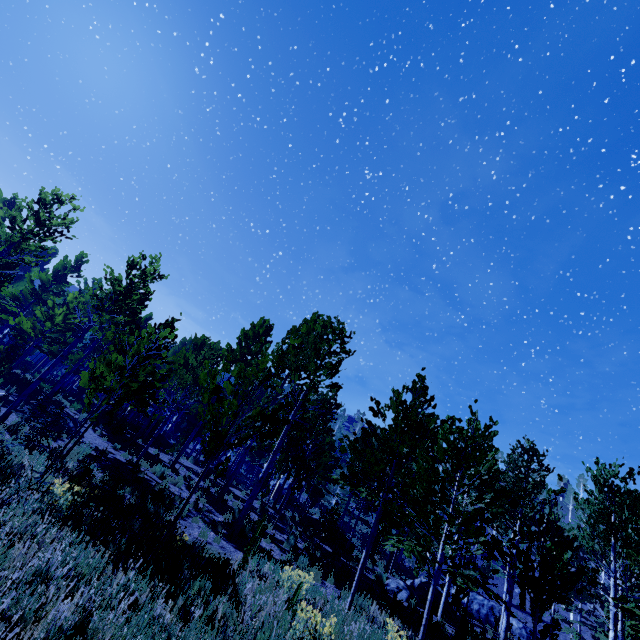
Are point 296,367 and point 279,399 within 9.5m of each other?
yes

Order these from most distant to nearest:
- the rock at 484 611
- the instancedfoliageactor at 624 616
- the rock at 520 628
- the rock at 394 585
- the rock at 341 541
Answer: the rock at 484 611 → the rock at 520 628 → the rock at 341 541 → the rock at 394 585 → the instancedfoliageactor at 624 616

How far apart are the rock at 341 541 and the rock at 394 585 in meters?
3.4 m

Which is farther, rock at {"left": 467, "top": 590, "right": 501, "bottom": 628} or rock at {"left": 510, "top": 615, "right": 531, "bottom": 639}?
rock at {"left": 467, "top": 590, "right": 501, "bottom": 628}

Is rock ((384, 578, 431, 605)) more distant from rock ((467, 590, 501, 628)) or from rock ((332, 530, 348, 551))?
rock ((467, 590, 501, 628))

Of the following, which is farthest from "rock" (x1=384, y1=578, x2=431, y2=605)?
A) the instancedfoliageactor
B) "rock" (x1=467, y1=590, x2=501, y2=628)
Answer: "rock" (x1=467, y1=590, x2=501, y2=628)

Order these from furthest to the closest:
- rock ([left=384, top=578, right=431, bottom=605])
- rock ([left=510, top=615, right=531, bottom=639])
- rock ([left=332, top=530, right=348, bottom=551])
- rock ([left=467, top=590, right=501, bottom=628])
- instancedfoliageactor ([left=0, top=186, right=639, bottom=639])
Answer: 1. rock ([left=467, top=590, right=501, bottom=628])
2. rock ([left=510, top=615, right=531, bottom=639])
3. rock ([left=332, top=530, right=348, bottom=551])
4. rock ([left=384, top=578, right=431, bottom=605])
5. instancedfoliageactor ([left=0, top=186, right=639, bottom=639])

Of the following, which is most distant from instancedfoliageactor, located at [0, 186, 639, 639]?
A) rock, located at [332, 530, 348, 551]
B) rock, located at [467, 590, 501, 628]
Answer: rock, located at [467, 590, 501, 628]
